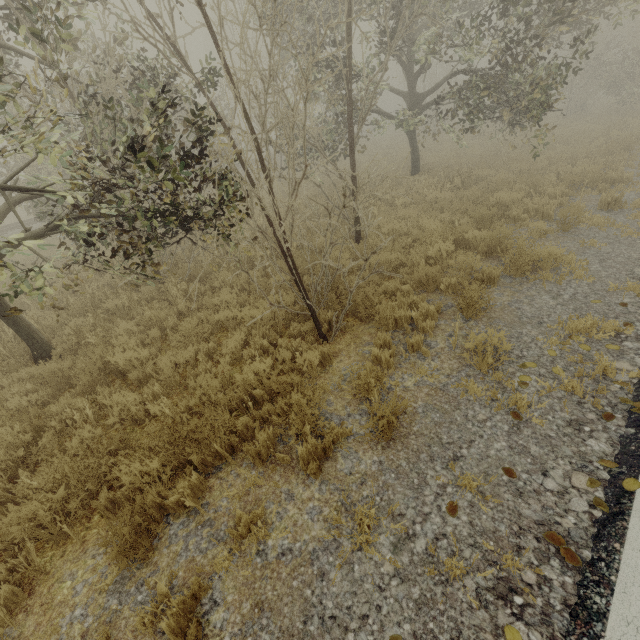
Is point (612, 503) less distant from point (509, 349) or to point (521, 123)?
point (509, 349)

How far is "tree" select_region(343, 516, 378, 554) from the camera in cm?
282

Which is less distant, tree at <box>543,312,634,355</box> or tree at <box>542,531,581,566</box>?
tree at <box>542,531,581,566</box>

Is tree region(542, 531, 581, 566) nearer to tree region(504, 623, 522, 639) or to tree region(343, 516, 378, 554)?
tree region(504, 623, 522, 639)

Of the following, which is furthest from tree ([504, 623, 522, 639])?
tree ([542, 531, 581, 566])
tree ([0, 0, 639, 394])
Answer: tree ([0, 0, 639, 394])

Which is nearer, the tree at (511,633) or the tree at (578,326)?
the tree at (511,633)

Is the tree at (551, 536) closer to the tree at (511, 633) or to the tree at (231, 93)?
the tree at (511, 633)
